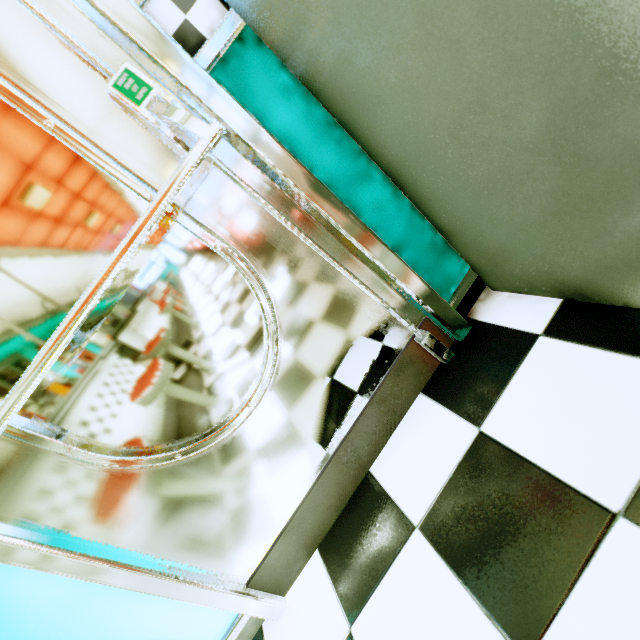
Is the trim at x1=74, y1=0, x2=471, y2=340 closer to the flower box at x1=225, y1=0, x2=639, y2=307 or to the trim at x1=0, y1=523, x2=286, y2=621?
the flower box at x1=225, y1=0, x2=639, y2=307

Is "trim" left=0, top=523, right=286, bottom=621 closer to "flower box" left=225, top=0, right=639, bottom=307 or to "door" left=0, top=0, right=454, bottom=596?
"door" left=0, top=0, right=454, bottom=596

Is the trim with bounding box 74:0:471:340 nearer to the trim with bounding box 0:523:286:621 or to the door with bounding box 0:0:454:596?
the door with bounding box 0:0:454:596

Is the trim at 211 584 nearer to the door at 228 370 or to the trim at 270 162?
the door at 228 370

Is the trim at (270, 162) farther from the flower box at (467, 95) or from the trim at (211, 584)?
the trim at (211, 584)

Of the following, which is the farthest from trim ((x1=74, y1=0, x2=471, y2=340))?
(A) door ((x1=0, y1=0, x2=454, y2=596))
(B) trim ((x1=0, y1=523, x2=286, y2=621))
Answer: (B) trim ((x1=0, y1=523, x2=286, y2=621))

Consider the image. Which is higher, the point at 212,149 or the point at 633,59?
the point at 212,149
